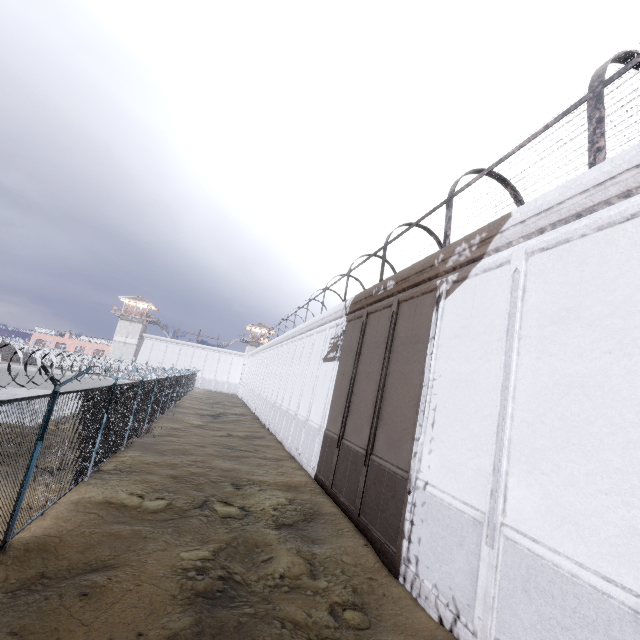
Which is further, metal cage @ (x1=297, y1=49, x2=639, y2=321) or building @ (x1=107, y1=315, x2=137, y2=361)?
building @ (x1=107, y1=315, x2=137, y2=361)

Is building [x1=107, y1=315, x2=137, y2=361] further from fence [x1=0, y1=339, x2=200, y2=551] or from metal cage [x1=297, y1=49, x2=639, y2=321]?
metal cage [x1=297, y1=49, x2=639, y2=321]

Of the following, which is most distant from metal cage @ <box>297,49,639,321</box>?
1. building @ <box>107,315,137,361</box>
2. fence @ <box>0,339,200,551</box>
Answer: building @ <box>107,315,137,361</box>

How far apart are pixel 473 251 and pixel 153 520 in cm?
1081

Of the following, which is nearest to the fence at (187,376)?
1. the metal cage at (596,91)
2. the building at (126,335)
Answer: the building at (126,335)
